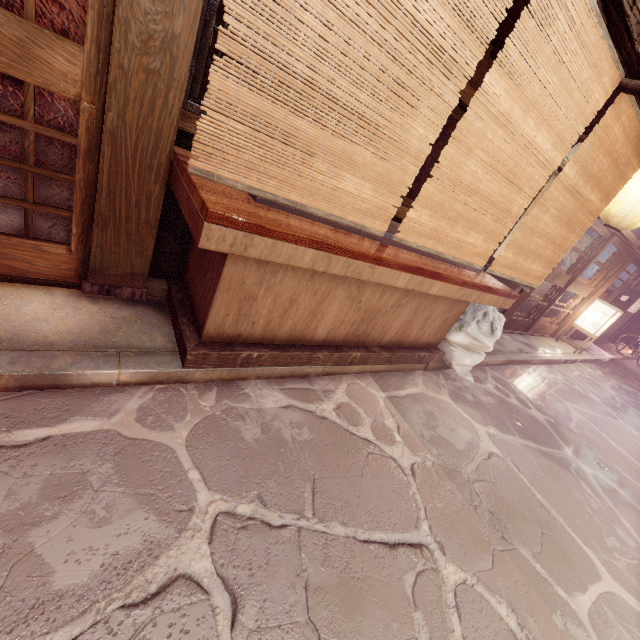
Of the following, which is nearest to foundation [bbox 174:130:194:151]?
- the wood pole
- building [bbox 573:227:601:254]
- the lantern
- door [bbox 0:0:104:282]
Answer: the wood pole

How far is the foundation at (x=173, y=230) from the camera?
5.0 meters

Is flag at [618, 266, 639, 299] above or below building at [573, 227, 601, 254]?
below

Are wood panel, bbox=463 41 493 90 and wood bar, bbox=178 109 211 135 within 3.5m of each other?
yes

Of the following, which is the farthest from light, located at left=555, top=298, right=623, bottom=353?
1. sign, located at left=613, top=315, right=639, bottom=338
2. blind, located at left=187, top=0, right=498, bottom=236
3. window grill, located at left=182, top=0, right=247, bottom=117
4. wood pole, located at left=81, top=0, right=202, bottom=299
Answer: wood pole, located at left=81, top=0, right=202, bottom=299

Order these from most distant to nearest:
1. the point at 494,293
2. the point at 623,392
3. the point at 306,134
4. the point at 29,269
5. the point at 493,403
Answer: the point at 623,392, the point at 493,403, the point at 494,293, the point at 29,269, the point at 306,134

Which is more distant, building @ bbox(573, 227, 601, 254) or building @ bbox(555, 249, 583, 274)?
building @ bbox(555, 249, 583, 274)

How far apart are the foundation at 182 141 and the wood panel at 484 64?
2.57m
